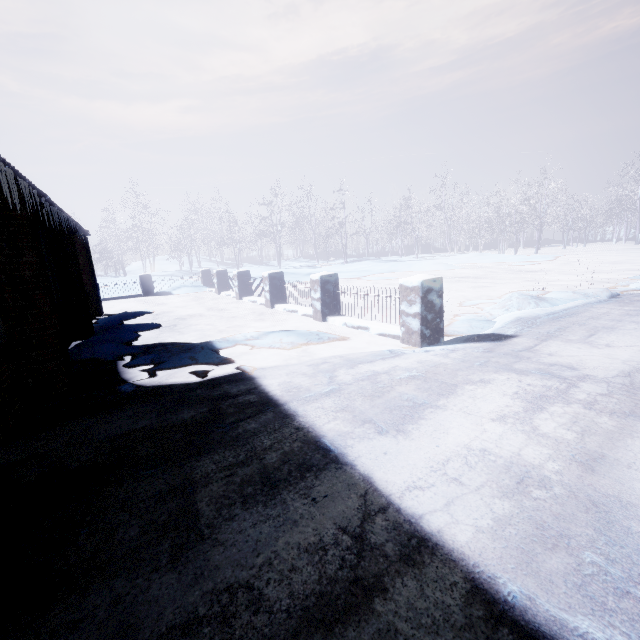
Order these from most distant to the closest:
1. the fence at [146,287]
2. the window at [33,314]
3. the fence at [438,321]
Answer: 1. the fence at [146,287]
2. the fence at [438,321]
3. the window at [33,314]

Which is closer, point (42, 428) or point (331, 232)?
point (42, 428)

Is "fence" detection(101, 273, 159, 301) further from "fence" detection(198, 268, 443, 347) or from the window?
the window

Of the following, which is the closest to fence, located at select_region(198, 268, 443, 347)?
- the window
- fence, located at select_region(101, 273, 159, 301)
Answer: fence, located at select_region(101, 273, 159, 301)

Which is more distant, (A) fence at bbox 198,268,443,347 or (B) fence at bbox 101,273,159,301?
(B) fence at bbox 101,273,159,301

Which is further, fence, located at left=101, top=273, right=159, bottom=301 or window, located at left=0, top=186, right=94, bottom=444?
fence, located at left=101, top=273, right=159, bottom=301

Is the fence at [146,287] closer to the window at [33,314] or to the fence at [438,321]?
the fence at [438,321]

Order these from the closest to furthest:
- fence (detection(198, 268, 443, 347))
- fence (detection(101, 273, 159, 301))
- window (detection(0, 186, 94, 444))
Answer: window (detection(0, 186, 94, 444)) < fence (detection(198, 268, 443, 347)) < fence (detection(101, 273, 159, 301))
